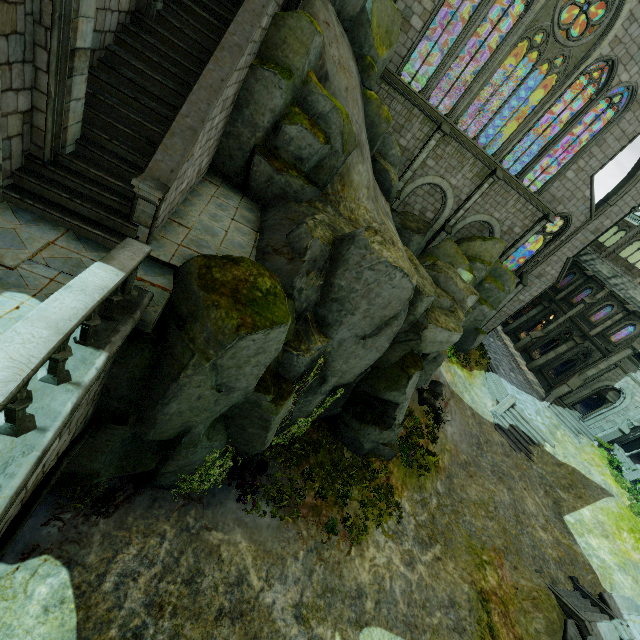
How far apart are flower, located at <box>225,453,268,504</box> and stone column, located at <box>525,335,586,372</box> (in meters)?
28.17

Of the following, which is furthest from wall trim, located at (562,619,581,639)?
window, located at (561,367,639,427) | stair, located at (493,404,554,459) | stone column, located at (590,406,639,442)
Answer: window, located at (561,367,639,427)

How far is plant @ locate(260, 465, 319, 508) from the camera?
10.9 meters

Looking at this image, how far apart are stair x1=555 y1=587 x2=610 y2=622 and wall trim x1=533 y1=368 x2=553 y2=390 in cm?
1671

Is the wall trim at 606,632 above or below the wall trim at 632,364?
below

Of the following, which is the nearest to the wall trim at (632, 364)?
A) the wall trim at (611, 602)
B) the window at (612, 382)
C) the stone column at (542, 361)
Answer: the window at (612, 382)

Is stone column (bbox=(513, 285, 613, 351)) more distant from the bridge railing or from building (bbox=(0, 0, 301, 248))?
the bridge railing

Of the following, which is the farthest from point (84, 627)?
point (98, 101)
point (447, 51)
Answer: point (447, 51)
